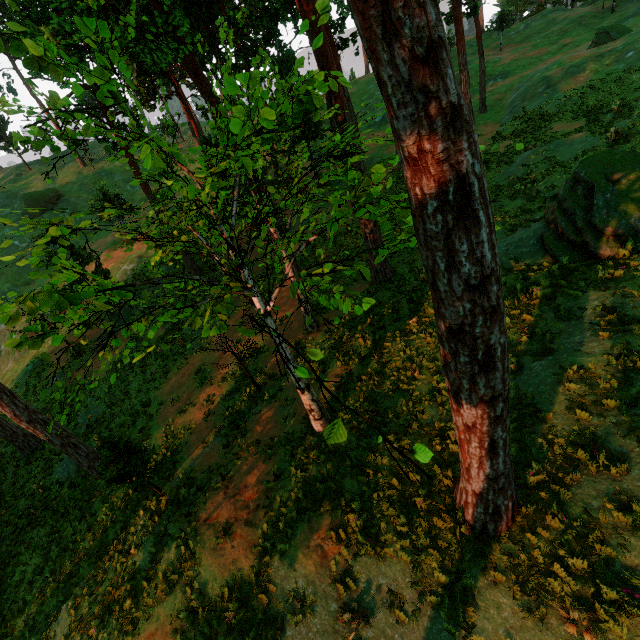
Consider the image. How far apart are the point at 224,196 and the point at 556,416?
9.0m

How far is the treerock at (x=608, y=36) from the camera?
30.77m

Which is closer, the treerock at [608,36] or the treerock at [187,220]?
the treerock at [187,220]

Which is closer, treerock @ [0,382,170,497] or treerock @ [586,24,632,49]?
treerock @ [0,382,170,497]

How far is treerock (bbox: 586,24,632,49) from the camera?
30.8 meters

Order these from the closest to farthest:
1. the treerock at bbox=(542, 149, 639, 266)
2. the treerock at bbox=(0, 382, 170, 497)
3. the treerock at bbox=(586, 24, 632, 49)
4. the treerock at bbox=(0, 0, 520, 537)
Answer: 1. the treerock at bbox=(0, 0, 520, 537)
2. the treerock at bbox=(542, 149, 639, 266)
3. the treerock at bbox=(0, 382, 170, 497)
4. the treerock at bbox=(586, 24, 632, 49)
